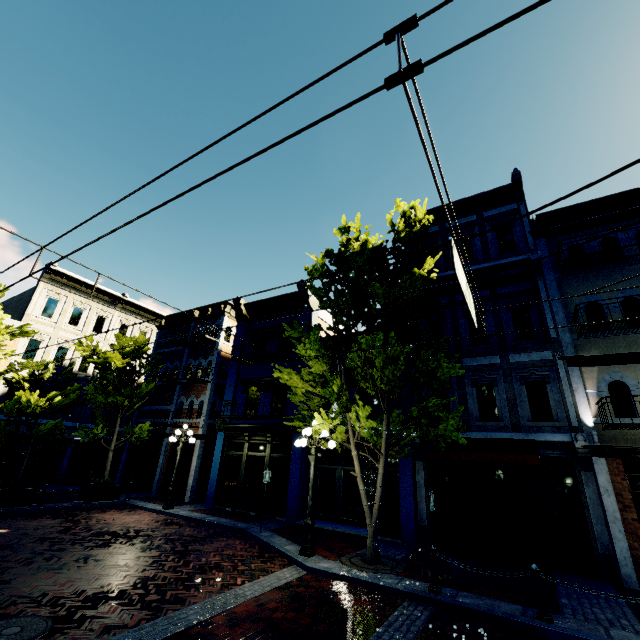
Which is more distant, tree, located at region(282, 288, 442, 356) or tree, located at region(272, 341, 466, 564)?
tree, located at region(282, 288, 442, 356)

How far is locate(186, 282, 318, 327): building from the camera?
17.5m

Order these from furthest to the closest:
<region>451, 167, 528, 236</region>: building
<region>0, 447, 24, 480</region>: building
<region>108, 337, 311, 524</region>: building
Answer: <region>0, 447, 24, 480</region>: building
<region>108, 337, 311, 524</region>: building
<region>451, 167, 528, 236</region>: building

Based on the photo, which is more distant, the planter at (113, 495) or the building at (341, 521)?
the planter at (113, 495)

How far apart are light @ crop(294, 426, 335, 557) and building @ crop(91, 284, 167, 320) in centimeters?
1937cm

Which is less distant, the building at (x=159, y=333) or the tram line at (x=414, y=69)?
the tram line at (x=414, y=69)

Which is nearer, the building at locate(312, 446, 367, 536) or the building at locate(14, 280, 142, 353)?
the building at locate(312, 446, 367, 536)

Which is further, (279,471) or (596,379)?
(279,471)
